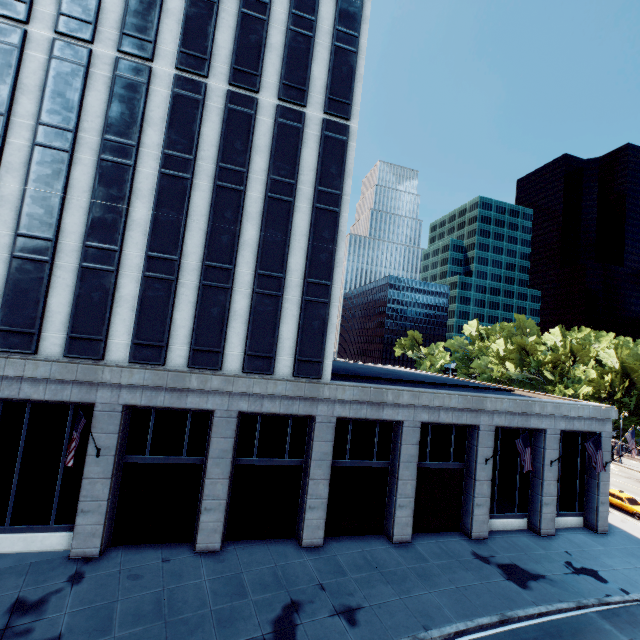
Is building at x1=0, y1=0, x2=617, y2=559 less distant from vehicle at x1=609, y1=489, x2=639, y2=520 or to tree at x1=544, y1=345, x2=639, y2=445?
vehicle at x1=609, y1=489, x2=639, y2=520

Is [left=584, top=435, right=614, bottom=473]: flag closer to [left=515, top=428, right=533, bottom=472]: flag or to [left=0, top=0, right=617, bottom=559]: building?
[left=0, top=0, right=617, bottom=559]: building

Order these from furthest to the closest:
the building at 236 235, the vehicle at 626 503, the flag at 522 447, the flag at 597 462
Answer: the vehicle at 626 503, the flag at 597 462, the flag at 522 447, the building at 236 235

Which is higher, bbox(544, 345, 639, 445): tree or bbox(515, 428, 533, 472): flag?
bbox(544, 345, 639, 445): tree

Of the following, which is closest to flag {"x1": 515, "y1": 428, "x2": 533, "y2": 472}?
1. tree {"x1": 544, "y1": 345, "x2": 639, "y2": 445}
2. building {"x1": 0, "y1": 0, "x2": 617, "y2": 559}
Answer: building {"x1": 0, "y1": 0, "x2": 617, "y2": 559}

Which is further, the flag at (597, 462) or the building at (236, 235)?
the flag at (597, 462)

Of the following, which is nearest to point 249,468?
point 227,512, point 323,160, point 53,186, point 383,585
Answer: point 227,512

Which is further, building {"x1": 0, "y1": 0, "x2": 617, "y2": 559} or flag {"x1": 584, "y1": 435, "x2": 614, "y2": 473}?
flag {"x1": 584, "y1": 435, "x2": 614, "y2": 473}
